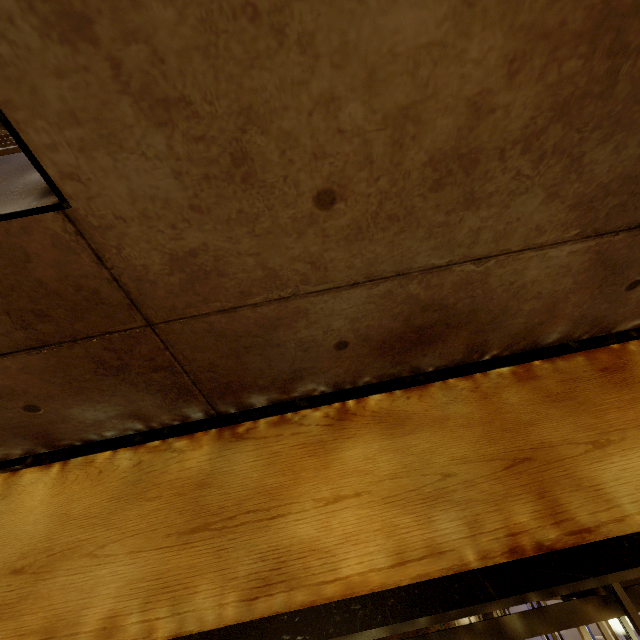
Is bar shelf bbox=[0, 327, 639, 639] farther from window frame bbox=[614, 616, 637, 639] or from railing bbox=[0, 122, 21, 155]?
railing bbox=[0, 122, 21, 155]

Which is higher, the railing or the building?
the railing

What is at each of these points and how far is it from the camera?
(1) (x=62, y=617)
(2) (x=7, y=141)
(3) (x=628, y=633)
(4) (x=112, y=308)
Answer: (1) bar shelf, 1.3 meters
(2) railing, 1.7 meters
(3) window frame, 5.6 meters
(4) building, 1.2 meters

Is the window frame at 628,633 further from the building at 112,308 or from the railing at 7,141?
the railing at 7,141

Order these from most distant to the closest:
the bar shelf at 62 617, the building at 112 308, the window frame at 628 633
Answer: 1. the window frame at 628 633
2. the bar shelf at 62 617
3. the building at 112 308

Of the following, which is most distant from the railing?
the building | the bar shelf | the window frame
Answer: the window frame

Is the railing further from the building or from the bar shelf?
the bar shelf

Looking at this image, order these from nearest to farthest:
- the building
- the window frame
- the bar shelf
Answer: the building → the bar shelf → the window frame
